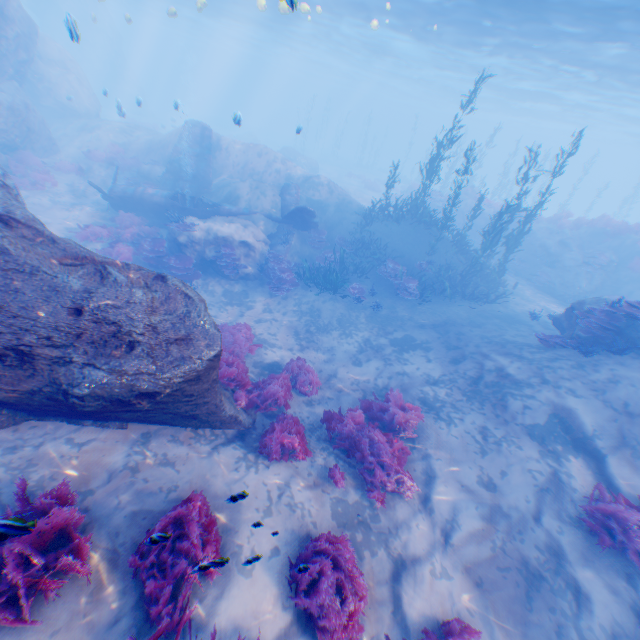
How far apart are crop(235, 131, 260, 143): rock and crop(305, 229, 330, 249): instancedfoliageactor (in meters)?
34.57

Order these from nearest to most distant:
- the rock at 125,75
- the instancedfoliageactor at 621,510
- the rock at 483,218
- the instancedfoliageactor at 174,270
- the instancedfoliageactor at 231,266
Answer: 1. the rock at 125,75
2. the instancedfoliageactor at 621,510
3. the instancedfoliageactor at 174,270
4. the instancedfoliageactor at 231,266
5. the rock at 483,218

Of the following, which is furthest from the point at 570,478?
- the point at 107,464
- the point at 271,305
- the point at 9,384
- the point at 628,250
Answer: the point at 628,250

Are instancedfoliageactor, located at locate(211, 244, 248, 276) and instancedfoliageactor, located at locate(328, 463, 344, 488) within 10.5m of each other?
yes

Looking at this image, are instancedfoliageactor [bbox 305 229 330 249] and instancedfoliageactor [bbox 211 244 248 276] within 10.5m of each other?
yes

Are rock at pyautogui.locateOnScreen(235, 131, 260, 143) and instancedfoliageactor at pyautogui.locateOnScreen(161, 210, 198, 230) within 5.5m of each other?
no

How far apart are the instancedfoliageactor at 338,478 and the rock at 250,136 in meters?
47.9

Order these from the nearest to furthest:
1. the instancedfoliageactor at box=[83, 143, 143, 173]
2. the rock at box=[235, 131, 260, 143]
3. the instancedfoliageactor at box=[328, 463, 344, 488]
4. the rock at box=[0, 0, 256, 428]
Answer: the rock at box=[0, 0, 256, 428] → the instancedfoliageactor at box=[328, 463, 344, 488] → the instancedfoliageactor at box=[83, 143, 143, 173] → the rock at box=[235, 131, 260, 143]
